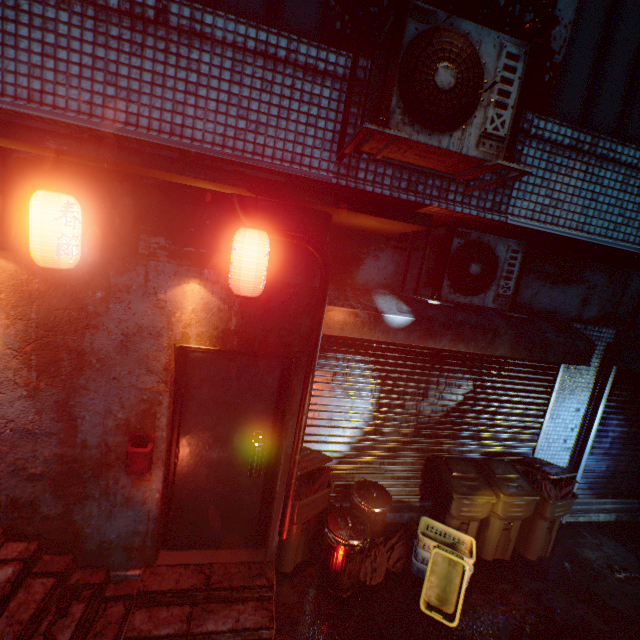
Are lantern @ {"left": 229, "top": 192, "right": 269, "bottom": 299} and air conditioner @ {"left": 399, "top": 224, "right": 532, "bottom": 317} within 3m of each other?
yes

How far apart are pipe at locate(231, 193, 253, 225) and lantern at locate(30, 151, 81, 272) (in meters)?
1.02

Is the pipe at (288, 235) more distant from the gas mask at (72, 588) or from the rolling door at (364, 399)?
the gas mask at (72, 588)

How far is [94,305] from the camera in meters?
2.4

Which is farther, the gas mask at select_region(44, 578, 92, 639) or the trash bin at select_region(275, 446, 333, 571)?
the trash bin at select_region(275, 446, 333, 571)

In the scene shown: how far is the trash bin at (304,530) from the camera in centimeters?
323cm

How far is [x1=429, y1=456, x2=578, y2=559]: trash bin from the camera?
3.7m

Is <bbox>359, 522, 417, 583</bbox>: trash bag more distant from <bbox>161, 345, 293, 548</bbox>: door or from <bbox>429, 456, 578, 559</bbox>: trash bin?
<bbox>161, 345, 293, 548</bbox>: door
